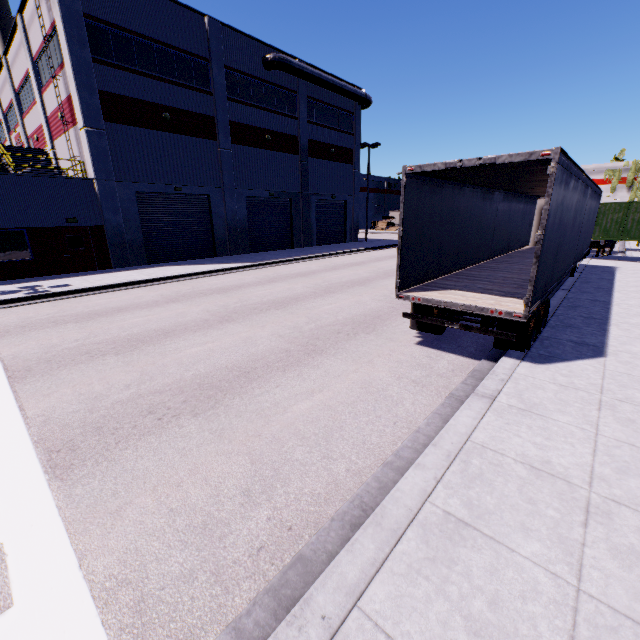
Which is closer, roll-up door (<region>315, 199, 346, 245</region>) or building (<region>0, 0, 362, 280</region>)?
building (<region>0, 0, 362, 280</region>)

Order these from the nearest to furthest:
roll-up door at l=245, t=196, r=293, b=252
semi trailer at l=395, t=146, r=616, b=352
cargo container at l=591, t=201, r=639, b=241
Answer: semi trailer at l=395, t=146, r=616, b=352
cargo container at l=591, t=201, r=639, b=241
roll-up door at l=245, t=196, r=293, b=252

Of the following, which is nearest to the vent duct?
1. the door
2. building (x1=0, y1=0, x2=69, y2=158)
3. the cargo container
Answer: building (x1=0, y1=0, x2=69, y2=158)

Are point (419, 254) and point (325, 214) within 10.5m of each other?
no

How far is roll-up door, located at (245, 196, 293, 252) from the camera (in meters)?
26.17

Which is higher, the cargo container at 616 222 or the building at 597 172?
the building at 597 172

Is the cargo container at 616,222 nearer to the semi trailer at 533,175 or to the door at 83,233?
the semi trailer at 533,175

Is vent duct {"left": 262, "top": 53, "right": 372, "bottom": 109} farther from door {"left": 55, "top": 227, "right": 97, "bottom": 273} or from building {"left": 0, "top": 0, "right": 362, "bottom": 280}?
door {"left": 55, "top": 227, "right": 97, "bottom": 273}
